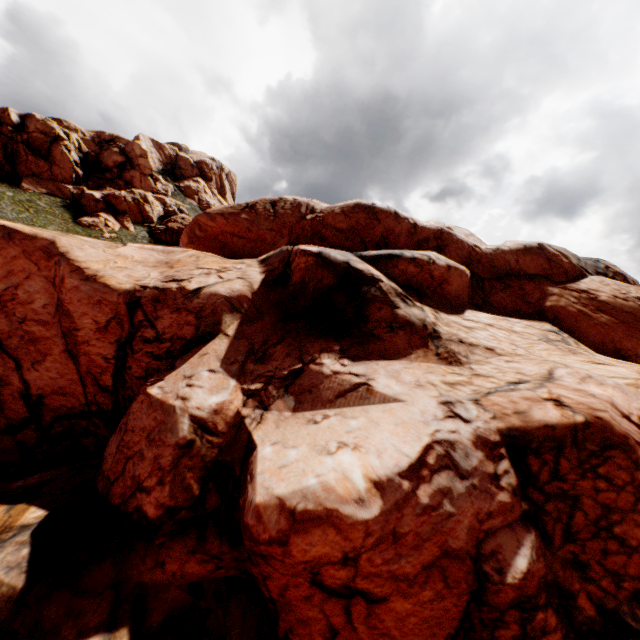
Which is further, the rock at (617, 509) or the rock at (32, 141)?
the rock at (32, 141)

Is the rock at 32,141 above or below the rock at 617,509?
above

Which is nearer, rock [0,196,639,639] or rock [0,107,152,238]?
rock [0,196,639,639]

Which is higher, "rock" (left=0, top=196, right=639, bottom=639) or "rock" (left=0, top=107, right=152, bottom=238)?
"rock" (left=0, top=107, right=152, bottom=238)

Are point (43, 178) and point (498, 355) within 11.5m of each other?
no
